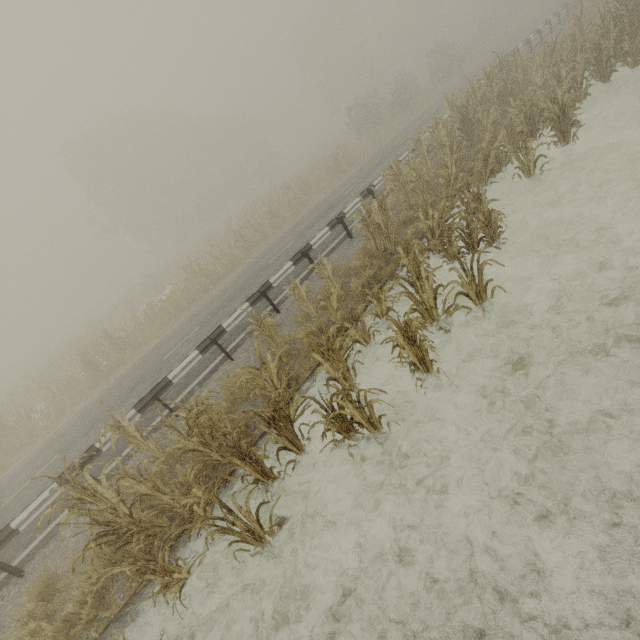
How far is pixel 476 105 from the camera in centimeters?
1241cm

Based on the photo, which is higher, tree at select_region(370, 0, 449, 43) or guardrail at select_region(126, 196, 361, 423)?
tree at select_region(370, 0, 449, 43)

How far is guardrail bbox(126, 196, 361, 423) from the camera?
8.02m

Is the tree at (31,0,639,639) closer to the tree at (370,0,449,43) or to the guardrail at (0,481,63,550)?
the guardrail at (0,481,63,550)

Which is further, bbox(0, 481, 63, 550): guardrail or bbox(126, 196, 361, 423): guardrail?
bbox(126, 196, 361, 423): guardrail

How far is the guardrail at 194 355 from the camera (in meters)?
8.02

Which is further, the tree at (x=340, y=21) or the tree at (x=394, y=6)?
the tree at (x=394, y=6)

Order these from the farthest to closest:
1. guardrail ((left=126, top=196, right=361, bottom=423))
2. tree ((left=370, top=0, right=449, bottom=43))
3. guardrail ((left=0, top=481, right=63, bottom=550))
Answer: tree ((left=370, top=0, right=449, bottom=43)), guardrail ((left=126, top=196, right=361, bottom=423)), guardrail ((left=0, top=481, right=63, bottom=550))
